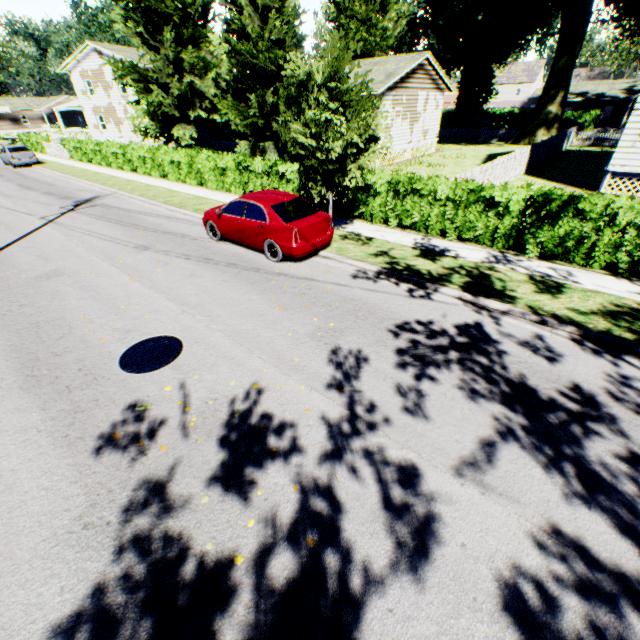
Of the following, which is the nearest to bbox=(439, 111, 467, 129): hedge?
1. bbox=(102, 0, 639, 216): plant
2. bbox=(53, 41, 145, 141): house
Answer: bbox=(102, 0, 639, 216): plant

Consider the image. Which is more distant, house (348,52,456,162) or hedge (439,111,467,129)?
hedge (439,111,467,129)

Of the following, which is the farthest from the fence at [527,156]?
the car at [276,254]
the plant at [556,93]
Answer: the car at [276,254]

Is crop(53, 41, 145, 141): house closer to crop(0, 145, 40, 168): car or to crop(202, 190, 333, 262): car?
crop(0, 145, 40, 168): car

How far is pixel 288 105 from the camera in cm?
885

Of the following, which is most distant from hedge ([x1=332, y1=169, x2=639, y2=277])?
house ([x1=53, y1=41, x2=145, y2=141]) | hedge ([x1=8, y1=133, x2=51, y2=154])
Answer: hedge ([x1=8, y1=133, x2=51, y2=154])

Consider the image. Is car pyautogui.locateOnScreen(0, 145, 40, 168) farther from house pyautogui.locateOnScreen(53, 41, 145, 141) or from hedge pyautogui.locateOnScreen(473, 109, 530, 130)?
hedge pyautogui.locateOnScreen(473, 109, 530, 130)

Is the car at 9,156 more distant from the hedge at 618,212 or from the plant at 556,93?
the hedge at 618,212
